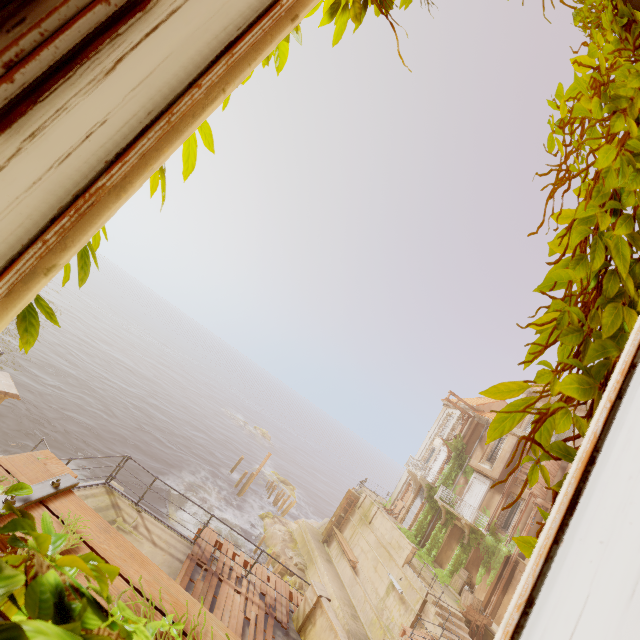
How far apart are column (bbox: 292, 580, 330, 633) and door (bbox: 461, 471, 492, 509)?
20.0 meters

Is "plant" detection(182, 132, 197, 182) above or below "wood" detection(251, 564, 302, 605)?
above

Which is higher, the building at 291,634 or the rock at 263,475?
the building at 291,634

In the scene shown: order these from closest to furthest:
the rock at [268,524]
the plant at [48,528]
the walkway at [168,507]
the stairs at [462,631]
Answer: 1. the plant at [48,528]
2. the stairs at [462,631]
3. the walkway at [168,507]
4. the rock at [268,524]

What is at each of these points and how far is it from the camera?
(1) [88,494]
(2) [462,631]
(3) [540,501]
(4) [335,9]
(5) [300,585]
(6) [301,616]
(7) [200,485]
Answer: (1) building, 9.3m
(2) stairs, 18.4m
(3) wood, 22.1m
(4) plant, 1.4m
(5) rock, 23.7m
(6) column, 9.8m
(7) rock, 31.8m

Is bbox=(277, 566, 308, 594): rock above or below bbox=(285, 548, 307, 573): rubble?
below

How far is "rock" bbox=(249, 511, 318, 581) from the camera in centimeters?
2598cm

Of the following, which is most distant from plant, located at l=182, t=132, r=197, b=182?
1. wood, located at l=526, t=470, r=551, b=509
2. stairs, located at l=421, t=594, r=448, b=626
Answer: stairs, located at l=421, t=594, r=448, b=626
